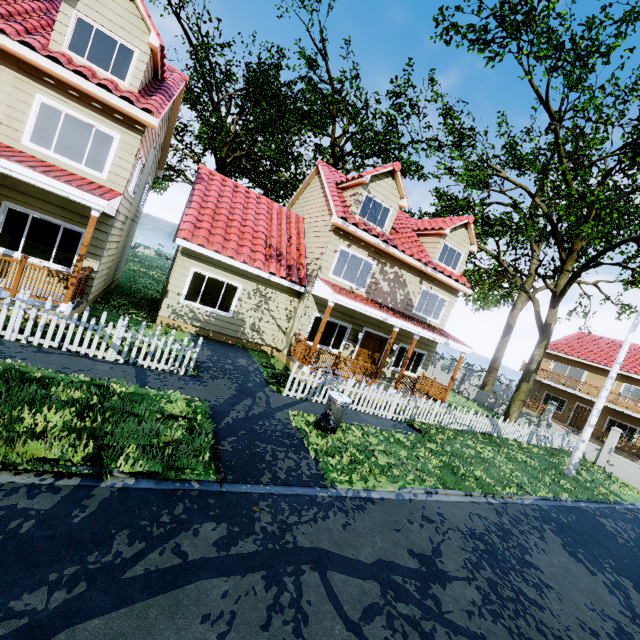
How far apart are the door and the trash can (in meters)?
6.06

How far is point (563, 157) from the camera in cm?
1217

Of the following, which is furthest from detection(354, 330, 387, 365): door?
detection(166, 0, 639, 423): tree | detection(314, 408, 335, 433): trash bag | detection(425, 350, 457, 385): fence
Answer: detection(314, 408, 335, 433): trash bag

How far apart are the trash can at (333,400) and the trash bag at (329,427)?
0.0m

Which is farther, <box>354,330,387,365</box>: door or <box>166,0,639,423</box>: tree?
<box>354,330,387,365</box>: door

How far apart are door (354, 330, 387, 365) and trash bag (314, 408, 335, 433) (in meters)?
6.56

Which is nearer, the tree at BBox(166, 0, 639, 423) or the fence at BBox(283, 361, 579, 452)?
the fence at BBox(283, 361, 579, 452)

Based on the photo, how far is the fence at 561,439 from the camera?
10.38m
